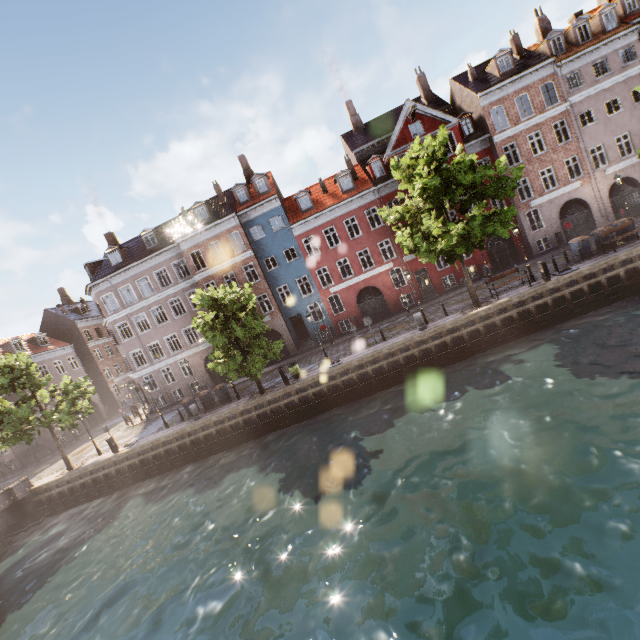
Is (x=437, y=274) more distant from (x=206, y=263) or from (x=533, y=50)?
(x=206, y=263)

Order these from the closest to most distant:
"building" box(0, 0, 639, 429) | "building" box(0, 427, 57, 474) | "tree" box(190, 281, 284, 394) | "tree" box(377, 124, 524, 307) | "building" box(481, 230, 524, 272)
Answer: "tree" box(377, 124, 524, 307), "tree" box(190, 281, 284, 394), "building" box(0, 0, 639, 429), "building" box(481, 230, 524, 272), "building" box(0, 427, 57, 474)

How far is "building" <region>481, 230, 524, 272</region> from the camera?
27.7m

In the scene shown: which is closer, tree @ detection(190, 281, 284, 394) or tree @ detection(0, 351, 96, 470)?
tree @ detection(190, 281, 284, 394)

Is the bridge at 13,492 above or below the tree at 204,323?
below

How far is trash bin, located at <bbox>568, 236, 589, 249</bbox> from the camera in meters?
20.1 m

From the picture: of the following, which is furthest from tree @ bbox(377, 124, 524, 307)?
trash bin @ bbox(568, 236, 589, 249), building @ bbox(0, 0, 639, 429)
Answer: trash bin @ bbox(568, 236, 589, 249)

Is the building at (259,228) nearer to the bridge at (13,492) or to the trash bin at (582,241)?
the trash bin at (582,241)
